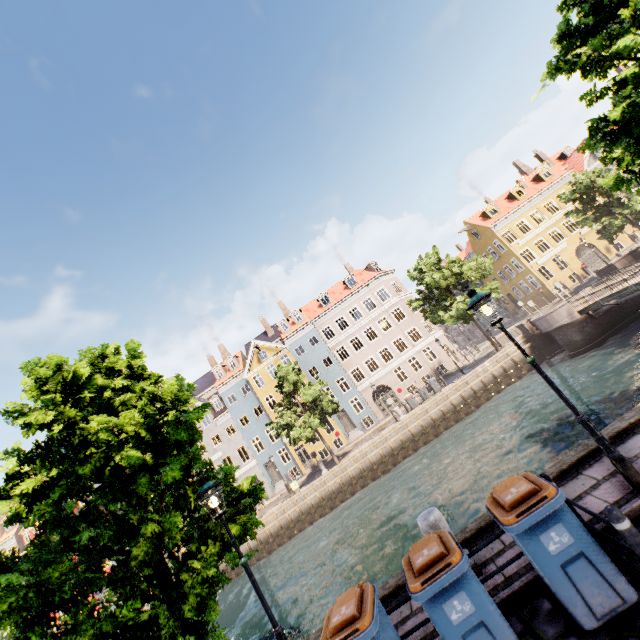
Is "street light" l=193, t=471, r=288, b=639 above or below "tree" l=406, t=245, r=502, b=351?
below

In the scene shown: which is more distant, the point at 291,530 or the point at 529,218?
the point at 529,218

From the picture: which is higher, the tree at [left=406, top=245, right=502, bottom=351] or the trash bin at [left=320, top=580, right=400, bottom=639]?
the tree at [left=406, top=245, right=502, bottom=351]

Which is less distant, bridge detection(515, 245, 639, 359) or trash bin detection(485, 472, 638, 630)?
trash bin detection(485, 472, 638, 630)

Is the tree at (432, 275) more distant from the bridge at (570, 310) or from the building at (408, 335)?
the building at (408, 335)

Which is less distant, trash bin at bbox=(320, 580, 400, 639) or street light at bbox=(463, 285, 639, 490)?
trash bin at bbox=(320, 580, 400, 639)

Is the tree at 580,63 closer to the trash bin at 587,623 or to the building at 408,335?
the trash bin at 587,623

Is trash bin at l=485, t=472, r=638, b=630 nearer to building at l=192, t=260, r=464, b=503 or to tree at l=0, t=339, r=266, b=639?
tree at l=0, t=339, r=266, b=639
